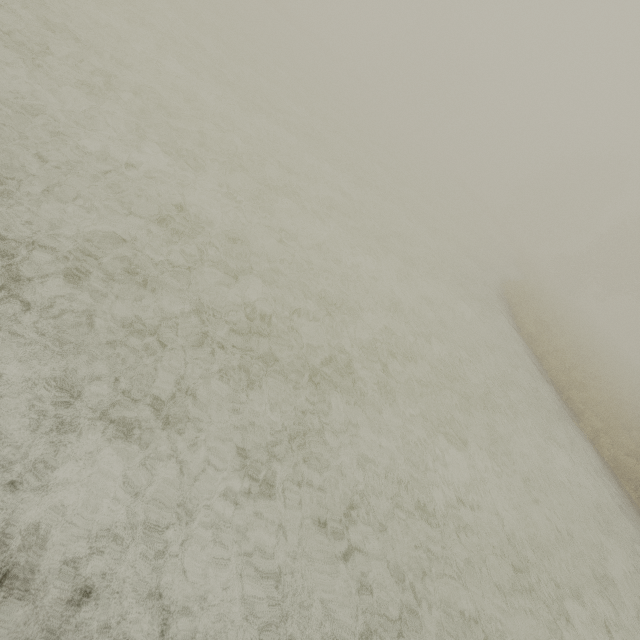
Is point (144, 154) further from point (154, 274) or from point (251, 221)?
point (154, 274)
